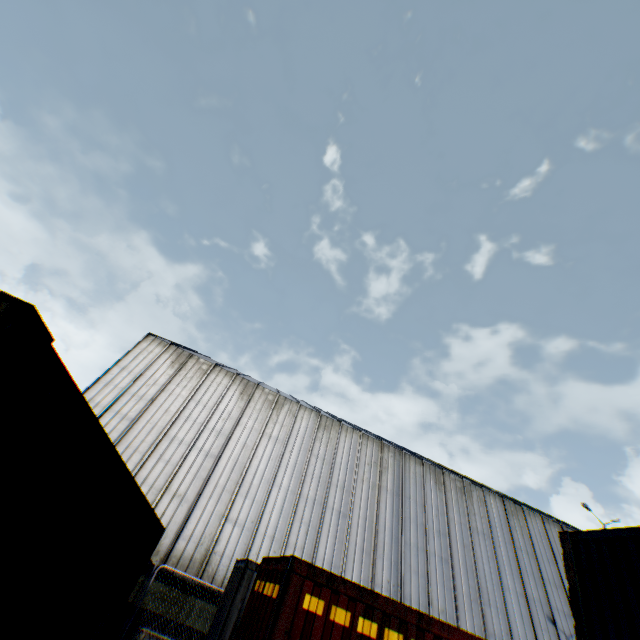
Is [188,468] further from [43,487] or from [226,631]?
[43,487]

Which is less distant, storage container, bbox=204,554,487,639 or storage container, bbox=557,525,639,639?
storage container, bbox=204,554,487,639

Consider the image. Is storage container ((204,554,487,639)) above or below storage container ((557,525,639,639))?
below

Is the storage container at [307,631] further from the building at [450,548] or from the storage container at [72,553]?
the building at [450,548]

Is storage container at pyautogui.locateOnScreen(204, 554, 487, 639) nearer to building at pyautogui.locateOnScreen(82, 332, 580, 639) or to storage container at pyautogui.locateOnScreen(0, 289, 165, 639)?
storage container at pyautogui.locateOnScreen(0, 289, 165, 639)

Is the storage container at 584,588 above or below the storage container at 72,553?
above

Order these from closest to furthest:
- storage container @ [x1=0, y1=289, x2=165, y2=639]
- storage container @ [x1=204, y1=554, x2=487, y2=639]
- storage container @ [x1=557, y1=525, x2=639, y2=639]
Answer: storage container @ [x1=0, y1=289, x2=165, y2=639], storage container @ [x1=204, y1=554, x2=487, y2=639], storage container @ [x1=557, y1=525, x2=639, y2=639]

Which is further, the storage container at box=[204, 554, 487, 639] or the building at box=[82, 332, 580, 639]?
the building at box=[82, 332, 580, 639]
